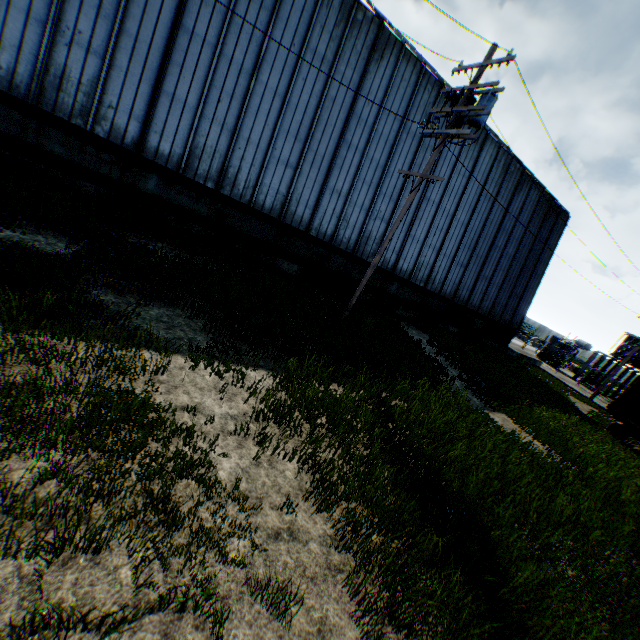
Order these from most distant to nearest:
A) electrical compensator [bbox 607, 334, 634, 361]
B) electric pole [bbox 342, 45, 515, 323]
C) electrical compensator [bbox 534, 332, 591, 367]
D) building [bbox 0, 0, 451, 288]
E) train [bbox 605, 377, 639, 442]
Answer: electrical compensator [bbox 534, 332, 591, 367]
electrical compensator [bbox 607, 334, 634, 361]
train [bbox 605, 377, 639, 442]
building [bbox 0, 0, 451, 288]
electric pole [bbox 342, 45, 515, 323]

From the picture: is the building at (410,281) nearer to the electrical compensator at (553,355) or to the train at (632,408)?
the train at (632,408)

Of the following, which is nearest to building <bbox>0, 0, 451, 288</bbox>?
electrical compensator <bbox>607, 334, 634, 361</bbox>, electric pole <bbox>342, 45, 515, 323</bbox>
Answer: electric pole <bbox>342, 45, 515, 323</bbox>

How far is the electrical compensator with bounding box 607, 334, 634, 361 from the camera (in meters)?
32.34

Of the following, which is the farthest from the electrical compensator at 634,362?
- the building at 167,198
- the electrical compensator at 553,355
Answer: the building at 167,198

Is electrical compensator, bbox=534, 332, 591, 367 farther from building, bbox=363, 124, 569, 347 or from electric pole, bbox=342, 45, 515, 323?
electric pole, bbox=342, 45, 515, 323

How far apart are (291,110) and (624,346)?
39.7 meters

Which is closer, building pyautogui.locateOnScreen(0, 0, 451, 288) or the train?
building pyautogui.locateOnScreen(0, 0, 451, 288)
